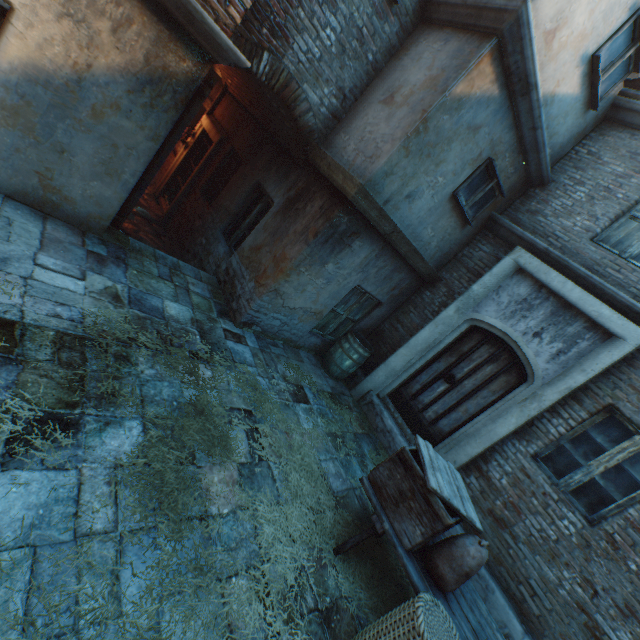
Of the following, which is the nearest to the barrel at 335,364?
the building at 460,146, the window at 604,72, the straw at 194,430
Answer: the building at 460,146

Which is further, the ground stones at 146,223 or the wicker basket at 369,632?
the ground stones at 146,223

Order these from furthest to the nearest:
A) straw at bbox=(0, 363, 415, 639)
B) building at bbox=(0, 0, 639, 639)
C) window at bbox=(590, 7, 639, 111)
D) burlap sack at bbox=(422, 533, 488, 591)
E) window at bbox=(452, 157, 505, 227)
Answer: window at bbox=(452, 157, 505, 227) < window at bbox=(590, 7, 639, 111) < building at bbox=(0, 0, 639, 639) < burlap sack at bbox=(422, 533, 488, 591) < straw at bbox=(0, 363, 415, 639)

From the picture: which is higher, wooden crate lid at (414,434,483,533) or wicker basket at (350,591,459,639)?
wooden crate lid at (414,434,483,533)

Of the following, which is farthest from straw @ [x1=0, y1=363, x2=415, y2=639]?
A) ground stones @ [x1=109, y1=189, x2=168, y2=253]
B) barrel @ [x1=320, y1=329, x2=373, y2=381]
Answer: ground stones @ [x1=109, y1=189, x2=168, y2=253]

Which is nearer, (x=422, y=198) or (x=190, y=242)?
(x=422, y=198)

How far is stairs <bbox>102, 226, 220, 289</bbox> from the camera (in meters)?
4.71

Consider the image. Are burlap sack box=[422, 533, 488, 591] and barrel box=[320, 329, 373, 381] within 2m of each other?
no
